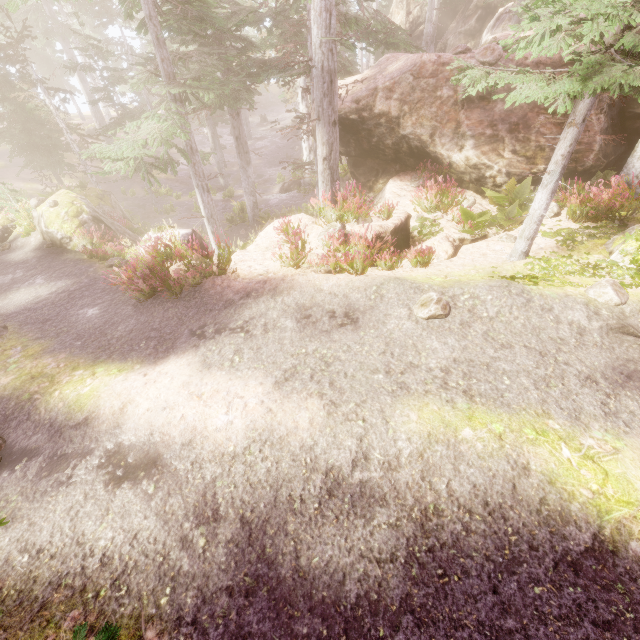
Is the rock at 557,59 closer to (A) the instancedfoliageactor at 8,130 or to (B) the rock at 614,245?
(A) the instancedfoliageactor at 8,130

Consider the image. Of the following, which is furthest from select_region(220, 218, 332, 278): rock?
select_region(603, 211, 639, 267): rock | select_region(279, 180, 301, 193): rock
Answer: select_region(279, 180, 301, 193): rock

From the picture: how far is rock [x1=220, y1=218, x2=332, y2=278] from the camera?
8.41m

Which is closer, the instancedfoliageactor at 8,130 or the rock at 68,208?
the instancedfoliageactor at 8,130

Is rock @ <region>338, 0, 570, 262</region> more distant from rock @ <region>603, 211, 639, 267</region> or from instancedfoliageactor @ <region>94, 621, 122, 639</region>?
rock @ <region>603, 211, 639, 267</region>

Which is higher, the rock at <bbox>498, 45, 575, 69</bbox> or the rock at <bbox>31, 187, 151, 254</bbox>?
the rock at <bbox>498, 45, 575, 69</bbox>

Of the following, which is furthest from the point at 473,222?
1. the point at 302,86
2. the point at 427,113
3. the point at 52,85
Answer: the point at 52,85

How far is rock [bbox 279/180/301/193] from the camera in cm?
2789
